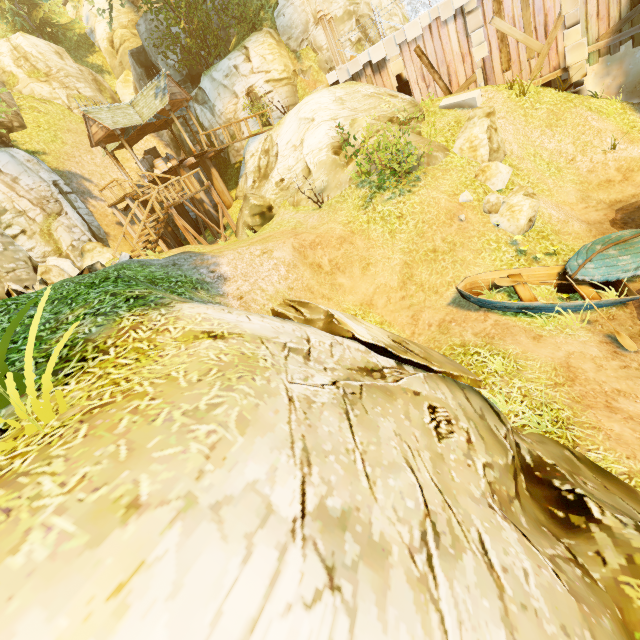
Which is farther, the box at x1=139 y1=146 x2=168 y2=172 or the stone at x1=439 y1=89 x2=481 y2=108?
the box at x1=139 y1=146 x2=168 y2=172

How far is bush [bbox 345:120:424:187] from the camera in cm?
958

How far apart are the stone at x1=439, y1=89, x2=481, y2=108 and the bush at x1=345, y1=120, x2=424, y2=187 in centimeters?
655cm

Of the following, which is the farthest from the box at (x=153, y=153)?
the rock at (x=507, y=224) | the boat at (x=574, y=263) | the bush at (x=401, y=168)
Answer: the boat at (x=574, y=263)

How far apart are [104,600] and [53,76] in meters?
35.8 m

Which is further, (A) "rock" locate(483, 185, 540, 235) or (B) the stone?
(B) the stone

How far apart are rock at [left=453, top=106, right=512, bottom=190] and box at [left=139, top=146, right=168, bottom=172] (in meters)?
17.69

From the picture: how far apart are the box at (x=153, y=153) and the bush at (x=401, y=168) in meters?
14.9 m
